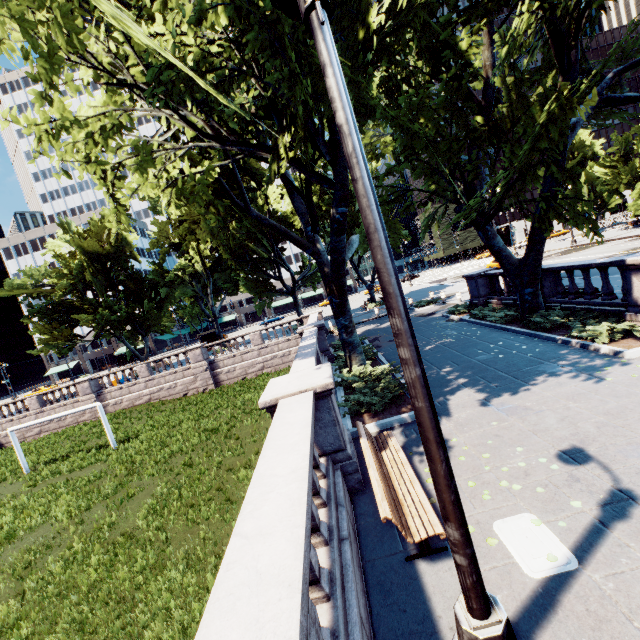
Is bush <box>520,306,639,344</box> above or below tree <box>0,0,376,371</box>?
below

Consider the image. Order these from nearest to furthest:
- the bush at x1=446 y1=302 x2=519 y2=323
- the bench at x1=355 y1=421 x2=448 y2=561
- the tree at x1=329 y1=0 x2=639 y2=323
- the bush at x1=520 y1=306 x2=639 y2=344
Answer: the bench at x1=355 y1=421 x2=448 y2=561, the tree at x1=329 y1=0 x2=639 y2=323, the bush at x1=520 y1=306 x2=639 y2=344, the bush at x1=446 y1=302 x2=519 y2=323

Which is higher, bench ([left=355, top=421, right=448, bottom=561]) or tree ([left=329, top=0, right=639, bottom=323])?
tree ([left=329, top=0, right=639, bottom=323])

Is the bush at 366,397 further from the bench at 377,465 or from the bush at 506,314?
the bush at 506,314

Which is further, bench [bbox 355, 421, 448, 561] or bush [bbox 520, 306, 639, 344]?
bush [bbox 520, 306, 639, 344]

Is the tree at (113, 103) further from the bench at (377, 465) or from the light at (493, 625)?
the bench at (377, 465)

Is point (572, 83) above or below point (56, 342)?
above

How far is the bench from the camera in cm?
420
